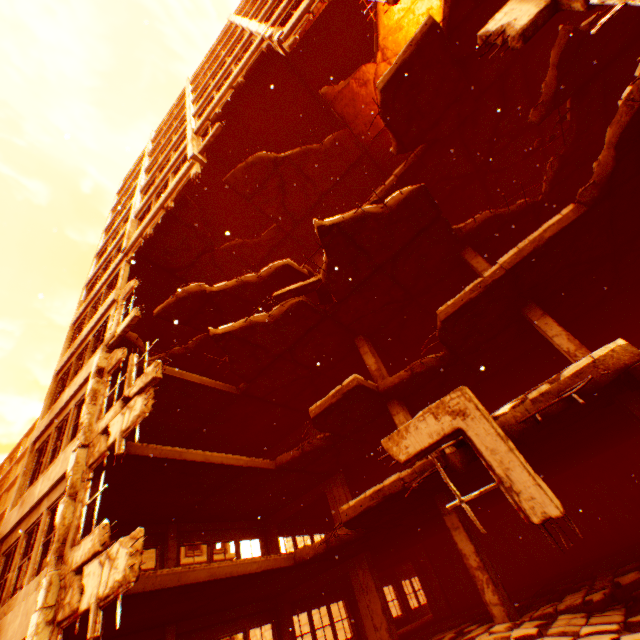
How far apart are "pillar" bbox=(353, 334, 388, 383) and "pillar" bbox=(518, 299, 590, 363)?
4.63m

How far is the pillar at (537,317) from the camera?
8.00m

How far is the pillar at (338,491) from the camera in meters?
13.5 m

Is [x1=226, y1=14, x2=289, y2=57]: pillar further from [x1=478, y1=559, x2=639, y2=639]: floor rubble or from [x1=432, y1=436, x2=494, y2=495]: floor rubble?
[x1=478, y1=559, x2=639, y2=639]: floor rubble

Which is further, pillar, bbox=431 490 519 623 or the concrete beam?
the concrete beam

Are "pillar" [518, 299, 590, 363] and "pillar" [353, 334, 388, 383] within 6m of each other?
yes

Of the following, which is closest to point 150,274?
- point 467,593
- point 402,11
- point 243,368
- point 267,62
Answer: point 243,368

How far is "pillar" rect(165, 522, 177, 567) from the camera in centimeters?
1167cm
